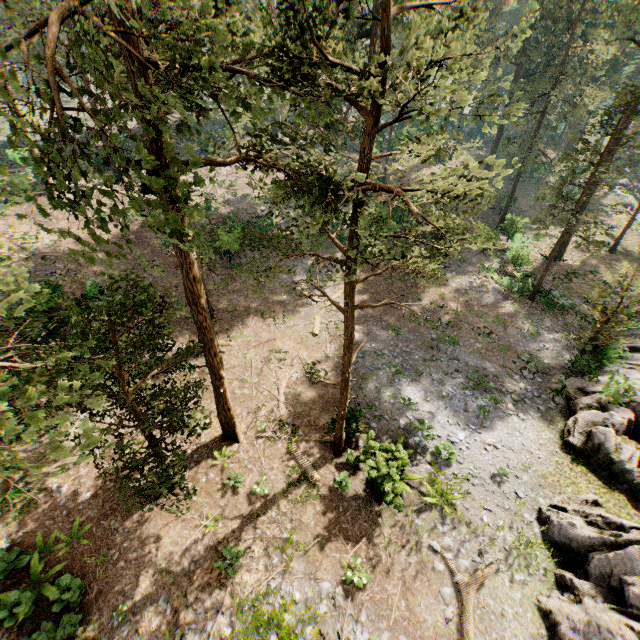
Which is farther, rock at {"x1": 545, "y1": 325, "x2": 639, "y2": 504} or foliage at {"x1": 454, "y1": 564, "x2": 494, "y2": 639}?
rock at {"x1": 545, "y1": 325, "x2": 639, "y2": 504}

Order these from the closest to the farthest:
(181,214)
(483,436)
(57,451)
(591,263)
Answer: (57,451)
(181,214)
(483,436)
(591,263)

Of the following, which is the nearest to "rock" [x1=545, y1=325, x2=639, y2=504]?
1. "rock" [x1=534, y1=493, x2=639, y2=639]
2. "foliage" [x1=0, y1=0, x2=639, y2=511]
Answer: "rock" [x1=534, y1=493, x2=639, y2=639]

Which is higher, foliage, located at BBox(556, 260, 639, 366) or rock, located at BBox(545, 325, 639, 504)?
foliage, located at BBox(556, 260, 639, 366)

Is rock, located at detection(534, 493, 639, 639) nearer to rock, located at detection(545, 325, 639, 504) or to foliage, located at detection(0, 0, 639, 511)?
rock, located at detection(545, 325, 639, 504)

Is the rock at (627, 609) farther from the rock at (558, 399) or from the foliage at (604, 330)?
the foliage at (604, 330)

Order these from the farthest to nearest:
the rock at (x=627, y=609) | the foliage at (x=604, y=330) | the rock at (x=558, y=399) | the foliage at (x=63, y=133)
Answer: the foliage at (x=604, y=330), the rock at (x=558, y=399), the rock at (x=627, y=609), the foliage at (x=63, y=133)
